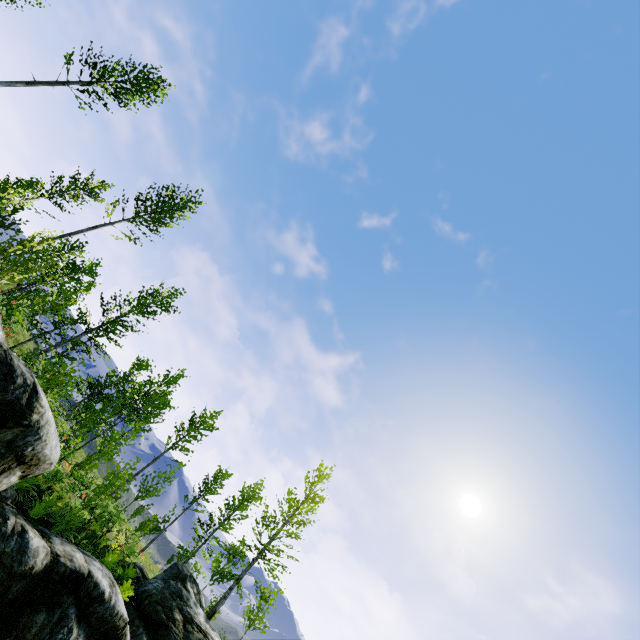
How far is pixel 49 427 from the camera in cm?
571
